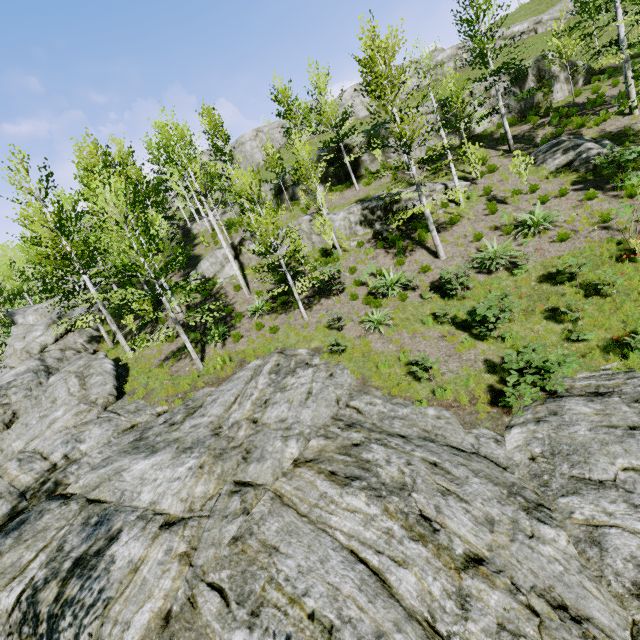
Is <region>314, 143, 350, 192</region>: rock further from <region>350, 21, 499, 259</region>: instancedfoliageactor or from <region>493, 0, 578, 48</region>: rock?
<region>493, 0, 578, 48</region>: rock

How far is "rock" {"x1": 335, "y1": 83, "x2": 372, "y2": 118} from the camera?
49.7 meters

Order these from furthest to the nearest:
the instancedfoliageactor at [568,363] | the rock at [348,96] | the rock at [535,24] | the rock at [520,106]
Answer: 1. the rock at [348,96]
2. the rock at [535,24]
3. the rock at [520,106]
4. the instancedfoliageactor at [568,363]

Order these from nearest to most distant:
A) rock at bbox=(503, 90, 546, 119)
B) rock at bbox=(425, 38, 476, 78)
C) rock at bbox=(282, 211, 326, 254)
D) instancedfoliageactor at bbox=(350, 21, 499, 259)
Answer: instancedfoliageactor at bbox=(350, 21, 499, 259), rock at bbox=(282, 211, 326, 254), rock at bbox=(503, 90, 546, 119), rock at bbox=(425, 38, 476, 78)

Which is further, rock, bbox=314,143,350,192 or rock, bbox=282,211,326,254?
rock, bbox=314,143,350,192

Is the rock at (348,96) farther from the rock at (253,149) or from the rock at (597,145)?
the rock at (597,145)

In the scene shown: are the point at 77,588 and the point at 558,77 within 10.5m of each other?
no

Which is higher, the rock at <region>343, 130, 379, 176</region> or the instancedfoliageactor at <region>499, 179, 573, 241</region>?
the rock at <region>343, 130, 379, 176</region>
